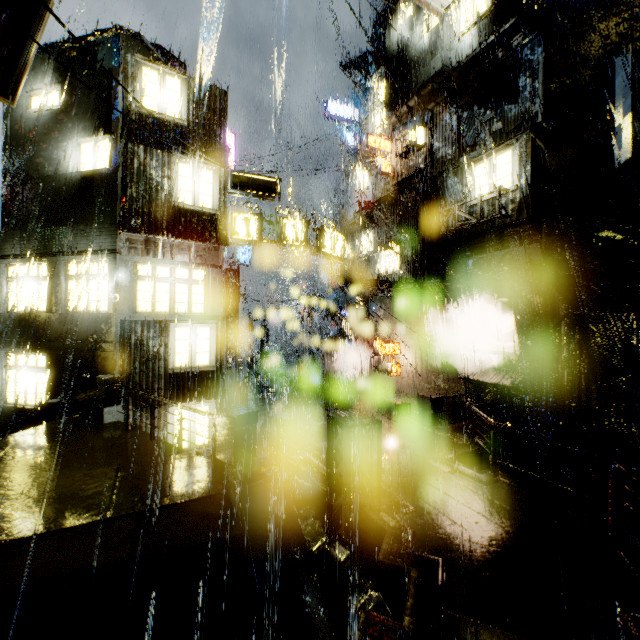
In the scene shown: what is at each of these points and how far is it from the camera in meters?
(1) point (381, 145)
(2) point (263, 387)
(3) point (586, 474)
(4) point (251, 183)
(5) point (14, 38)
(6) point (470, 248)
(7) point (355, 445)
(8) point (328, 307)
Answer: (1) sign, 20.2 m
(2) bridge, 28.6 m
(3) building, 10.8 m
(4) sign, 13.6 m
(5) sign, 8.0 m
(6) building, 16.0 m
(7) support beam, 9.3 m
(8) cloth, 25.6 m

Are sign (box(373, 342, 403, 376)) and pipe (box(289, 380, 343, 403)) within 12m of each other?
yes

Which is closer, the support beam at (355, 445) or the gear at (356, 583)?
the gear at (356, 583)

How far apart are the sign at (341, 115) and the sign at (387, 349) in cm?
1783

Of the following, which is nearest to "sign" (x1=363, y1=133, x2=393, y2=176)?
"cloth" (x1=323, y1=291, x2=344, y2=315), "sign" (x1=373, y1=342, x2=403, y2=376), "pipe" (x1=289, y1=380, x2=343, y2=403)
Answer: "cloth" (x1=323, y1=291, x2=344, y2=315)

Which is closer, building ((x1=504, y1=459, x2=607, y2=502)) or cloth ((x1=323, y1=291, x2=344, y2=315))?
building ((x1=504, y1=459, x2=607, y2=502))

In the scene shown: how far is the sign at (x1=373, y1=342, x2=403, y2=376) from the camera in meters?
19.8 m

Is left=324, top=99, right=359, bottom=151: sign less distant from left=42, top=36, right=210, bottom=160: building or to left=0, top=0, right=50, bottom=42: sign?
left=42, top=36, right=210, bottom=160: building
